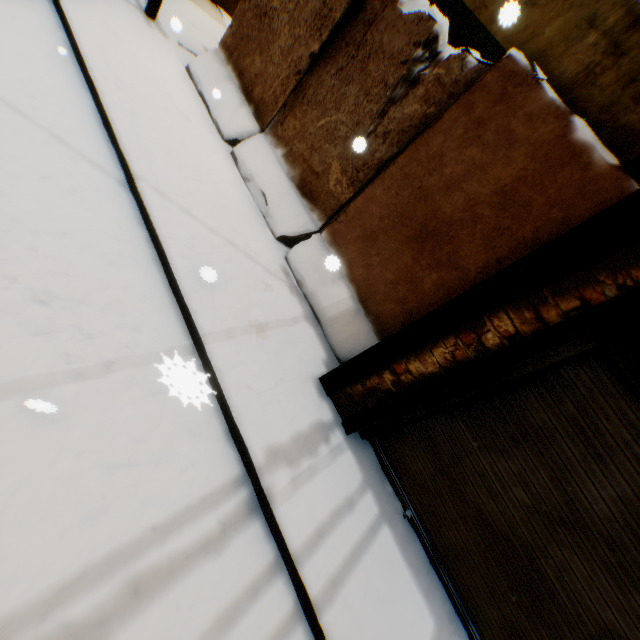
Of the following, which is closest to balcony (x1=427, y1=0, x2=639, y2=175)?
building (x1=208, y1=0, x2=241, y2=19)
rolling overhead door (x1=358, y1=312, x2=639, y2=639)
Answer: building (x1=208, y1=0, x2=241, y2=19)

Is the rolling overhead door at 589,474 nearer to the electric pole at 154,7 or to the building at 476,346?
the building at 476,346

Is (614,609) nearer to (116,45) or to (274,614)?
(274,614)

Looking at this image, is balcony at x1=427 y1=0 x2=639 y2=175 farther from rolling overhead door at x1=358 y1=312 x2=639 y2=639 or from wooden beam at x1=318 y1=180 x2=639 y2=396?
rolling overhead door at x1=358 y1=312 x2=639 y2=639

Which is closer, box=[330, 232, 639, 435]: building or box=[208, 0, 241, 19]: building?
box=[330, 232, 639, 435]: building

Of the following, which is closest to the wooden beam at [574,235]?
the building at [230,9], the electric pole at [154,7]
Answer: the building at [230,9]

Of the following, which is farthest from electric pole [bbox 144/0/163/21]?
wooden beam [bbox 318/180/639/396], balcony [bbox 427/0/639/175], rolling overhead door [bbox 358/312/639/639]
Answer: rolling overhead door [bbox 358/312/639/639]

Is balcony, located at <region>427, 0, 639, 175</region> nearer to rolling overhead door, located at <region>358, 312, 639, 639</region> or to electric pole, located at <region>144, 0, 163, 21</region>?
electric pole, located at <region>144, 0, 163, 21</region>
